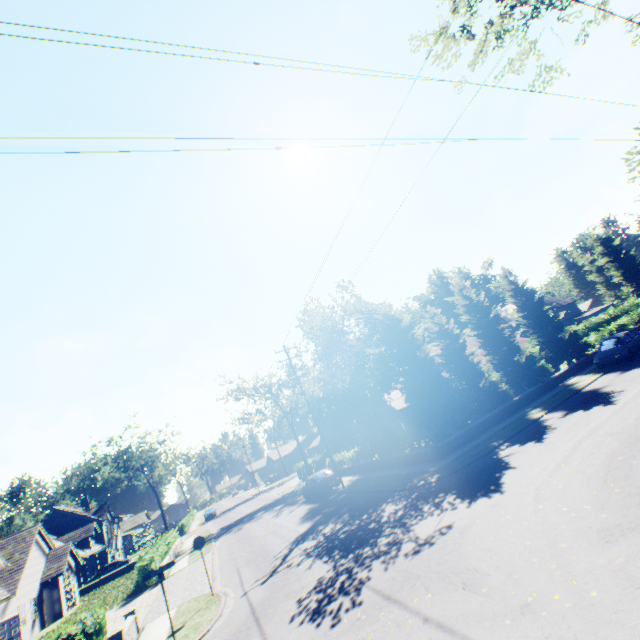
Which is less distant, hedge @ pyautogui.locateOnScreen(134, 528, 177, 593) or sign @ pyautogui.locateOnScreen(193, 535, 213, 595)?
sign @ pyautogui.locateOnScreen(193, 535, 213, 595)

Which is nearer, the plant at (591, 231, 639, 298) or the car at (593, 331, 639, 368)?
the car at (593, 331, 639, 368)

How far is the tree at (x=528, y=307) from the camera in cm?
2170

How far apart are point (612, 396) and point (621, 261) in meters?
59.7 m

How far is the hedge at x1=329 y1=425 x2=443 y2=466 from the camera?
19.5 meters

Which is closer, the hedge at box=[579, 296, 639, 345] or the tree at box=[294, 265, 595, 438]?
the tree at box=[294, 265, 595, 438]

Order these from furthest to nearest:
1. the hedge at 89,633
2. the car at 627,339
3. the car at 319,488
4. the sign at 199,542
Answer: the car at 319,488 < the car at 627,339 < the sign at 199,542 < the hedge at 89,633

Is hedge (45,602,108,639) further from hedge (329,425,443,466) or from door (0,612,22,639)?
hedge (329,425,443,466)
